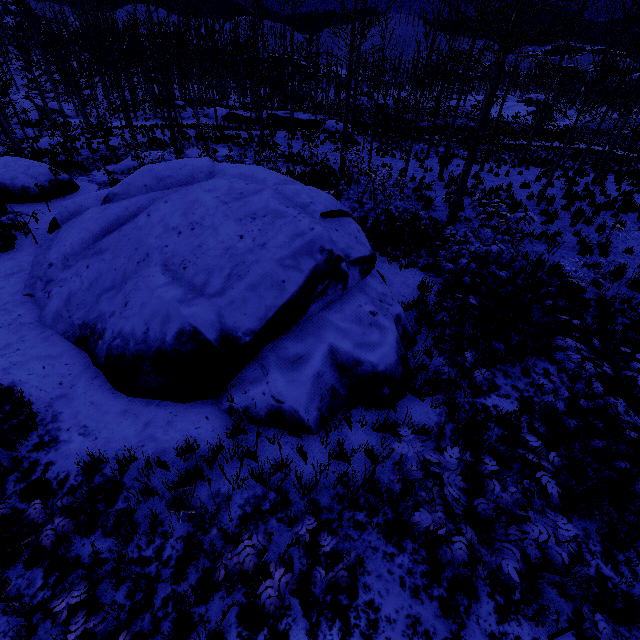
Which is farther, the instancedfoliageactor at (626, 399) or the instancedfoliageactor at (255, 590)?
the instancedfoliageactor at (626, 399)

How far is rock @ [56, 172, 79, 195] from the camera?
13.3m

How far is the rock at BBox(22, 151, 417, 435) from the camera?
5.0 meters

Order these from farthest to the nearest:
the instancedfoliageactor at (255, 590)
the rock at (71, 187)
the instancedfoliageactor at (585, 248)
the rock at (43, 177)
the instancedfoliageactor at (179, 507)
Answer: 1. the rock at (71, 187)
2. the rock at (43, 177)
3. the instancedfoliageactor at (585, 248)
4. the instancedfoliageactor at (179, 507)
5. the instancedfoliageactor at (255, 590)

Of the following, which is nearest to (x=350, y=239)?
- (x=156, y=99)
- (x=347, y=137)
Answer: (x=347, y=137)

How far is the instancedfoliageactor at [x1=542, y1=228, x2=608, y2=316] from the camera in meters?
7.0 m

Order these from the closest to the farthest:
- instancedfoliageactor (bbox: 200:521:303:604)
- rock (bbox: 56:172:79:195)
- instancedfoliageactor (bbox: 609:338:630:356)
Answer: instancedfoliageactor (bbox: 200:521:303:604)
instancedfoliageactor (bbox: 609:338:630:356)
rock (bbox: 56:172:79:195)
